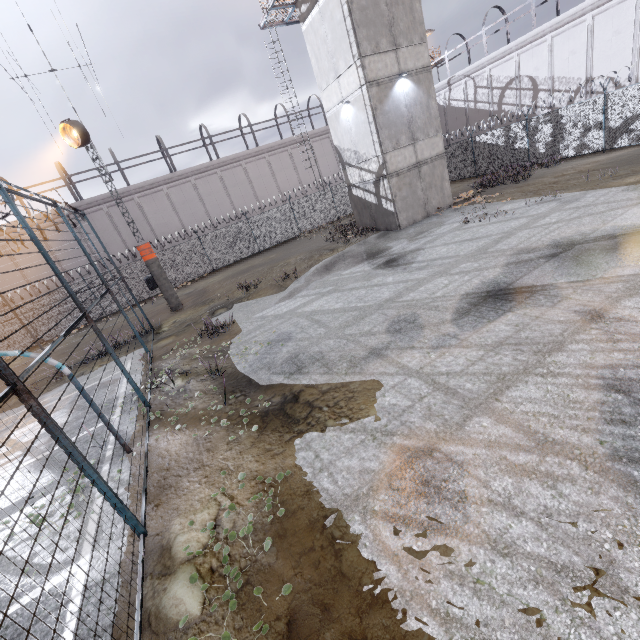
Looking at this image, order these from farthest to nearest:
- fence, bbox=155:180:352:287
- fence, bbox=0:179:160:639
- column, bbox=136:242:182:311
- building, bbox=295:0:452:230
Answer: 1. fence, bbox=155:180:352:287
2. column, bbox=136:242:182:311
3. building, bbox=295:0:452:230
4. fence, bbox=0:179:160:639

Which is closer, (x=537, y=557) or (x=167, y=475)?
(x=537, y=557)

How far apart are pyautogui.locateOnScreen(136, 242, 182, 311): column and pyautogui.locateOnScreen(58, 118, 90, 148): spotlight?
4.6m

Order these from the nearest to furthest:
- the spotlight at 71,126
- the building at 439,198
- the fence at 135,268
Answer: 1. the fence at 135,268
2. the spotlight at 71,126
3. the building at 439,198

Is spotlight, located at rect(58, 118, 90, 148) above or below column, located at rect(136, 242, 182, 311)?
above

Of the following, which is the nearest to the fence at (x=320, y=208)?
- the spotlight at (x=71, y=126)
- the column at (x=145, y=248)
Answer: the column at (x=145, y=248)

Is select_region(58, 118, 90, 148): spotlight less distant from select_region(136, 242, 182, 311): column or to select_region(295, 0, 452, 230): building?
select_region(136, 242, 182, 311): column

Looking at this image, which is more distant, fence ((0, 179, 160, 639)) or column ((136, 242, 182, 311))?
column ((136, 242, 182, 311))
